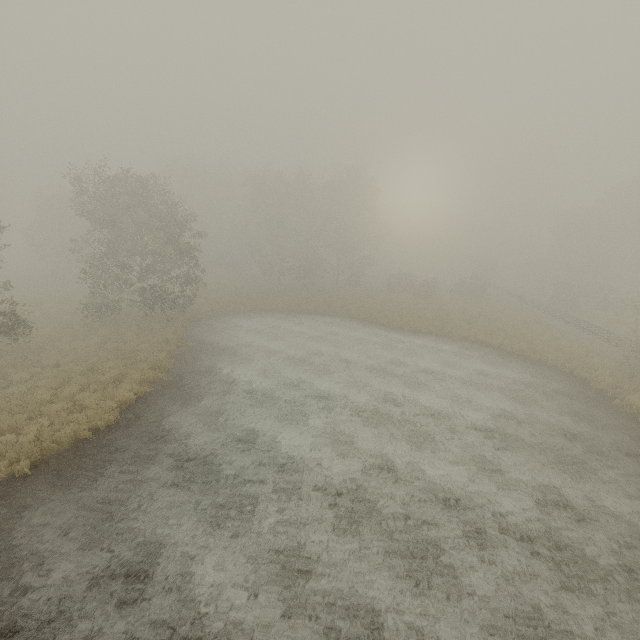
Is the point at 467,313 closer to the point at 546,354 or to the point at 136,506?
the point at 546,354
